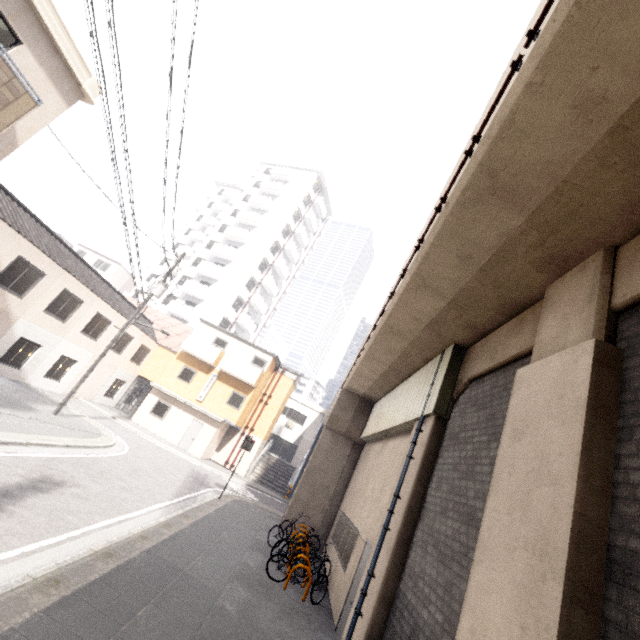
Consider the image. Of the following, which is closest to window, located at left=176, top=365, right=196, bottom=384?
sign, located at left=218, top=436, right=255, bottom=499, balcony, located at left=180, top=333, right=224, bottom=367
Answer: balcony, located at left=180, top=333, right=224, bottom=367

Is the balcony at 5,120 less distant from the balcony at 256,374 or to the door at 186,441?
the balcony at 256,374

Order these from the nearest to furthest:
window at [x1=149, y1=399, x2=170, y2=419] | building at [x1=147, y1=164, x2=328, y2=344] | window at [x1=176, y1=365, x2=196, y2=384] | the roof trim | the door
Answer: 1. the roof trim
2. the door
3. window at [x1=149, y1=399, x2=170, y2=419]
4. window at [x1=176, y1=365, x2=196, y2=384]
5. building at [x1=147, y1=164, x2=328, y2=344]

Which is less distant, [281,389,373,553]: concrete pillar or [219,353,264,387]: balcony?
[281,389,373,553]: concrete pillar

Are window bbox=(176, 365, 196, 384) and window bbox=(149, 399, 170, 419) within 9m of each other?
yes

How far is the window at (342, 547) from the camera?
9.9m

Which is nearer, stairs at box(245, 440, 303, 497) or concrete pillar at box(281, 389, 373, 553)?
concrete pillar at box(281, 389, 373, 553)

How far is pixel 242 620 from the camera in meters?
6.4
